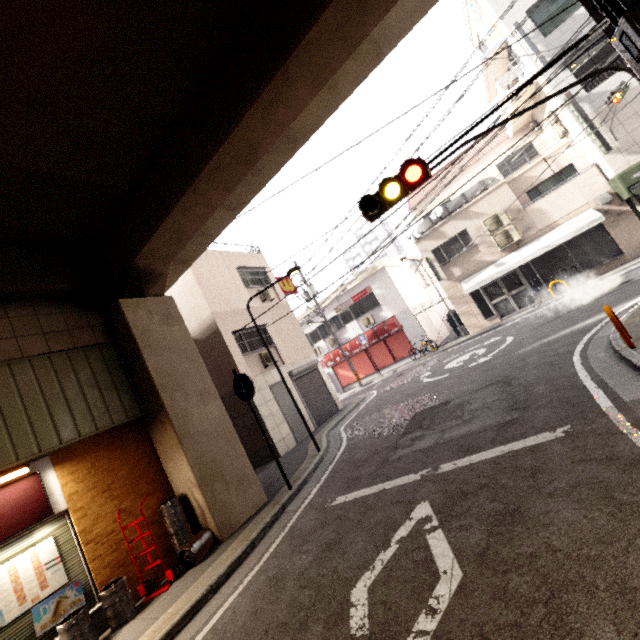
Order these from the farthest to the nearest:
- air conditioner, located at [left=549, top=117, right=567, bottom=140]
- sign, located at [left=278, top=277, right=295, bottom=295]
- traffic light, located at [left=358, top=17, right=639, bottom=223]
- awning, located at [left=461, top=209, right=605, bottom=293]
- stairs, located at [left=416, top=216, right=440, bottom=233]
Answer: stairs, located at [left=416, top=216, right=440, bottom=233], sign, located at [left=278, top=277, right=295, bottom=295], air conditioner, located at [left=549, top=117, right=567, bottom=140], awning, located at [left=461, top=209, right=605, bottom=293], traffic light, located at [left=358, top=17, right=639, bottom=223]

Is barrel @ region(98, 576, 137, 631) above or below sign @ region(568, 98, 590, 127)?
below

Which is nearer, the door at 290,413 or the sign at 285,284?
the door at 290,413

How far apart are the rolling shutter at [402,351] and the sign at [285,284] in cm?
651

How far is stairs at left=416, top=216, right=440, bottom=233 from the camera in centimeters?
1755cm

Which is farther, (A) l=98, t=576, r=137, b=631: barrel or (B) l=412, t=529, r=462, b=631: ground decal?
(A) l=98, t=576, r=137, b=631: barrel

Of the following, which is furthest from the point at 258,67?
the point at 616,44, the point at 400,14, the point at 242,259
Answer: the point at 242,259

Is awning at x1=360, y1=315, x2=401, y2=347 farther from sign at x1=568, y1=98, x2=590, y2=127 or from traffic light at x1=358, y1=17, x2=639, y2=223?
traffic light at x1=358, y1=17, x2=639, y2=223
